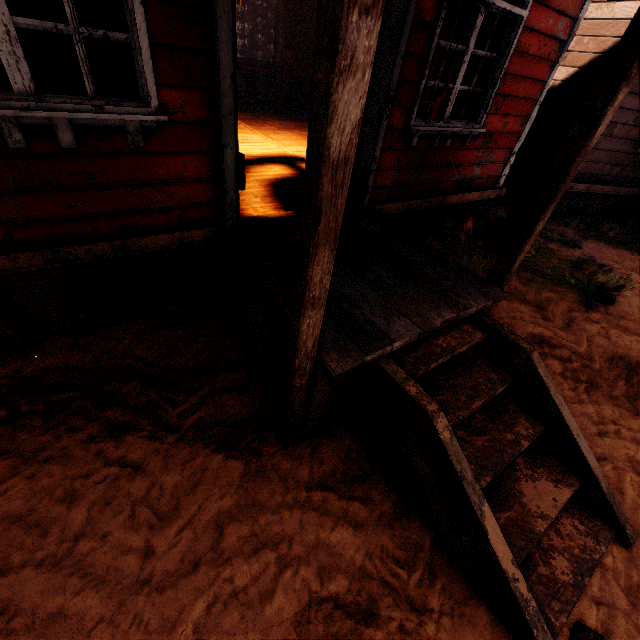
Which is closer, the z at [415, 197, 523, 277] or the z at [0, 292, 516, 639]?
the z at [0, 292, 516, 639]

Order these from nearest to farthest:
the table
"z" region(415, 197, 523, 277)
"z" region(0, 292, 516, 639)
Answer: "z" region(0, 292, 516, 639) < "z" region(415, 197, 523, 277) < the table

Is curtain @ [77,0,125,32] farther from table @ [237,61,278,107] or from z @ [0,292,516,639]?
table @ [237,61,278,107]

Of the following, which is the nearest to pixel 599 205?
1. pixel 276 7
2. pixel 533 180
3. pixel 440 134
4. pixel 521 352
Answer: pixel 533 180

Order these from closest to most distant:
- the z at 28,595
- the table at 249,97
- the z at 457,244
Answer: the z at 28,595 < the z at 457,244 < the table at 249,97

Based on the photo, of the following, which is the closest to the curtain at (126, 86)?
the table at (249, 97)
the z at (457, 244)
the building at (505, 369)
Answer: the building at (505, 369)

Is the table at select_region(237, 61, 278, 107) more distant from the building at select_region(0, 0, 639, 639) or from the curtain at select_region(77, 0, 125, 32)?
the curtain at select_region(77, 0, 125, 32)

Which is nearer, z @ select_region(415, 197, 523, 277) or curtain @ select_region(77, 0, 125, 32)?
curtain @ select_region(77, 0, 125, 32)
